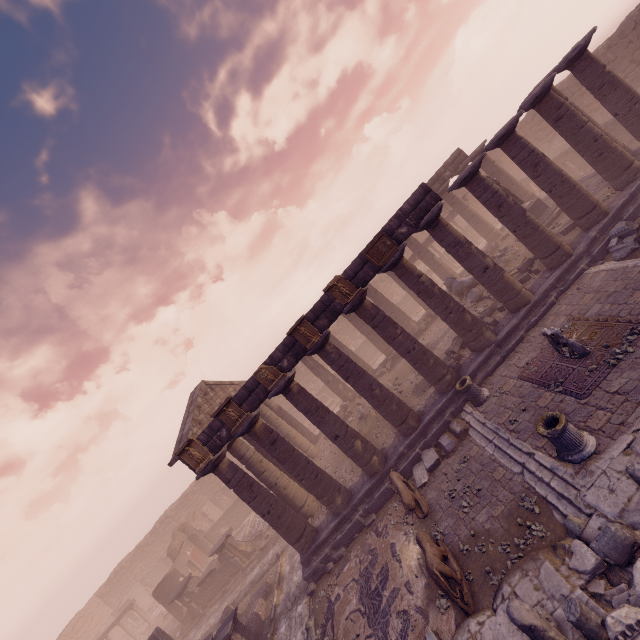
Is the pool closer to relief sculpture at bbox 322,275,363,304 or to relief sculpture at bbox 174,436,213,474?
relief sculpture at bbox 174,436,213,474

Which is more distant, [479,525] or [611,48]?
[611,48]

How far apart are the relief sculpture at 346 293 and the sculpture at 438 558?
7.70m

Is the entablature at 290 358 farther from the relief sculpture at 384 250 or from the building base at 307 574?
the building base at 307 574

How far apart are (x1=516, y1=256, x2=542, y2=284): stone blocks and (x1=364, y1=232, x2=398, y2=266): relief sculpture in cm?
565

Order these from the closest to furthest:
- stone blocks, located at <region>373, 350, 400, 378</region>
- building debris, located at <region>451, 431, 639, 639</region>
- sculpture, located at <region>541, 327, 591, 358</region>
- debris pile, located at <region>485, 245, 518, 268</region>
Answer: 1. building debris, located at <region>451, 431, 639, 639</region>
2. sculpture, located at <region>541, 327, 591, 358</region>
3. debris pile, located at <region>485, 245, 518, 268</region>
4. stone blocks, located at <region>373, 350, 400, 378</region>

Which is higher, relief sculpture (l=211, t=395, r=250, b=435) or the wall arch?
relief sculpture (l=211, t=395, r=250, b=435)

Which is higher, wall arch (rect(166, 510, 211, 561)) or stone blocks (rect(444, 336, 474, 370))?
wall arch (rect(166, 510, 211, 561))
